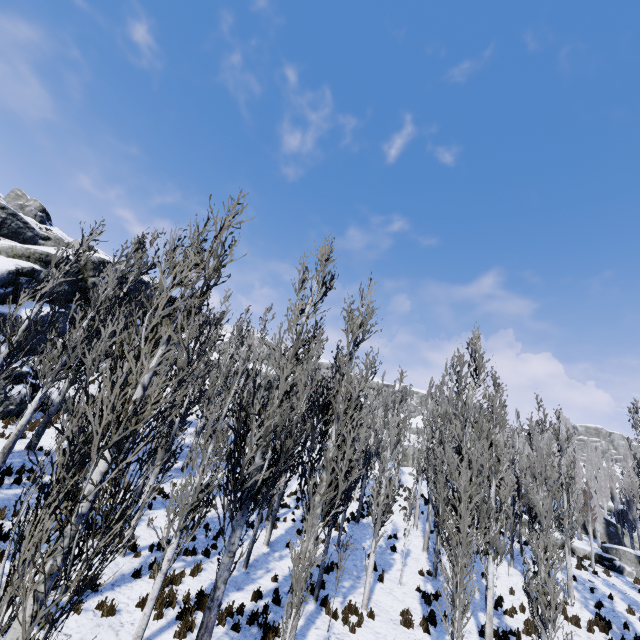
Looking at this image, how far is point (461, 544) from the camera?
8.64m

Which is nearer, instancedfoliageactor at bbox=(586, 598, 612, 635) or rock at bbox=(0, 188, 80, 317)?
instancedfoliageactor at bbox=(586, 598, 612, 635)

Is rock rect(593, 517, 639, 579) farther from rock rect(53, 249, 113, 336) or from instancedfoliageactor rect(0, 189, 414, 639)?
rock rect(53, 249, 113, 336)

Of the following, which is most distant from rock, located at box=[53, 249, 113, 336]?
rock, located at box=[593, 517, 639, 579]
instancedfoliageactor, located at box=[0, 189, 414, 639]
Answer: rock, located at box=[593, 517, 639, 579]

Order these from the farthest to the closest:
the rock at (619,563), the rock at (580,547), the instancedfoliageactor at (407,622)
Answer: the rock at (580,547), the rock at (619,563), the instancedfoliageactor at (407,622)

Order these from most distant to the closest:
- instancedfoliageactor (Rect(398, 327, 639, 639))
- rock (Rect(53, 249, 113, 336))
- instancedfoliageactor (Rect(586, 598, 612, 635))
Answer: rock (Rect(53, 249, 113, 336)), instancedfoliageactor (Rect(586, 598, 612, 635)), instancedfoliageactor (Rect(398, 327, 639, 639))

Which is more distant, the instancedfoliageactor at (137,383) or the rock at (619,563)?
the rock at (619,563)
